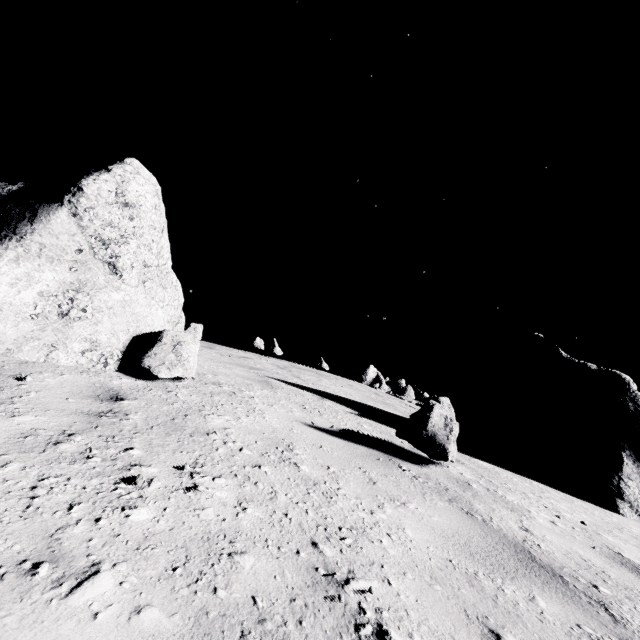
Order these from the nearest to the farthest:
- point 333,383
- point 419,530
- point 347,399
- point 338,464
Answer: point 419,530 < point 338,464 < point 347,399 < point 333,383

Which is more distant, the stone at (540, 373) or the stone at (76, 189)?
the stone at (540, 373)

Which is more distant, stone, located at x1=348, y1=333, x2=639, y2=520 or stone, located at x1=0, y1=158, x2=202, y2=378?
stone, located at x1=348, y1=333, x2=639, y2=520
